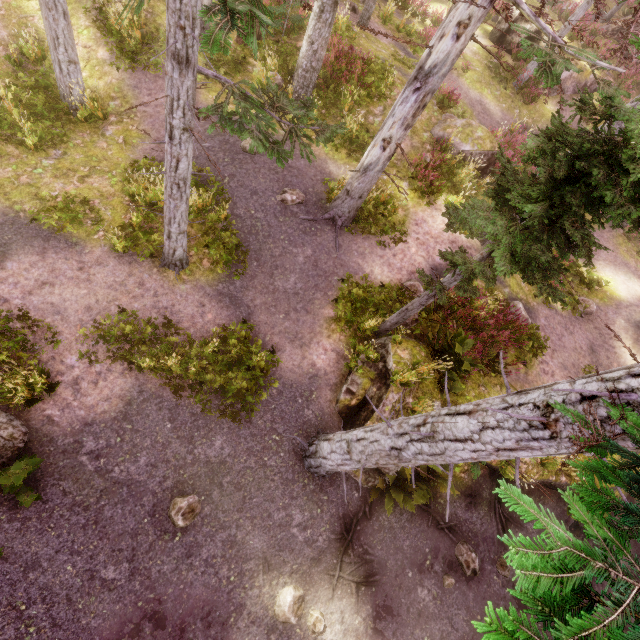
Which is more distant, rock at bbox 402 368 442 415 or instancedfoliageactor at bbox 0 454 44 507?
rock at bbox 402 368 442 415

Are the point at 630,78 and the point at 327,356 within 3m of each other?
no

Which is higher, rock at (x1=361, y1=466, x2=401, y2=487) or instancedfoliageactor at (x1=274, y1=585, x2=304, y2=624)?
rock at (x1=361, y1=466, x2=401, y2=487)

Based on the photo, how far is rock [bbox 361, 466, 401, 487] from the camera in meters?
8.2

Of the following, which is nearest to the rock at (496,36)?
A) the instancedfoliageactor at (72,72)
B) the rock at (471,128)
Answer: the instancedfoliageactor at (72,72)

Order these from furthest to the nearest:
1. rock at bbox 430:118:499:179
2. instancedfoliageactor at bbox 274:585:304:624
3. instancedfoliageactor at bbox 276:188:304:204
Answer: rock at bbox 430:118:499:179
instancedfoliageactor at bbox 276:188:304:204
instancedfoliageactor at bbox 274:585:304:624

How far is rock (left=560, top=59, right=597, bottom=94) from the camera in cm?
1762

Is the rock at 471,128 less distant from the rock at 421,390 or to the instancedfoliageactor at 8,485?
the instancedfoliageactor at 8,485
